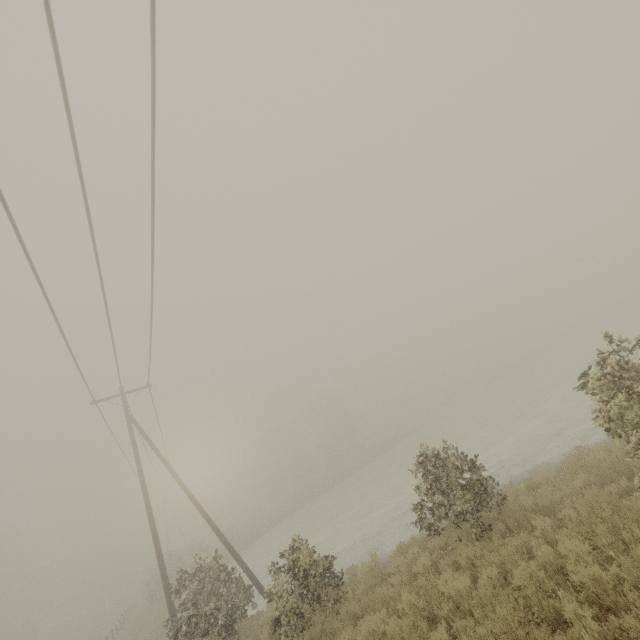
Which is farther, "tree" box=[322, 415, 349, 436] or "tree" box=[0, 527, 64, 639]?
"tree" box=[322, 415, 349, 436]

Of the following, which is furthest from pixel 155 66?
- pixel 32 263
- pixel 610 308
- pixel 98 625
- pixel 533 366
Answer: pixel 610 308

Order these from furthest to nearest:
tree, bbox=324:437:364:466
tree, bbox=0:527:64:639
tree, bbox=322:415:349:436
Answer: tree, bbox=322:415:349:436, tree, bbox=324:437:364:466, tree, bbox=0:527:64:639

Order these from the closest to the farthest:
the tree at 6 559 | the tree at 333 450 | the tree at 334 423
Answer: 1. the tree at 6 559
2. the tree at 333 450
3. the tree at 334 423

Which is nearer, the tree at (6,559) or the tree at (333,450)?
the tree at (6,559)

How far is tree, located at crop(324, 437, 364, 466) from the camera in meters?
56.9 m
